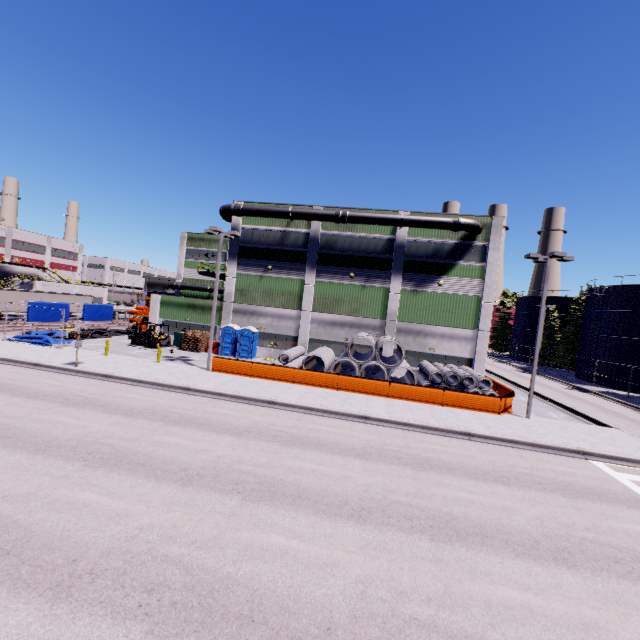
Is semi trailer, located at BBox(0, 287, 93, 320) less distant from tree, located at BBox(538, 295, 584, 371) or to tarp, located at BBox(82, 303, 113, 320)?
tarp, located at BBox(82, 303, 113, 320)

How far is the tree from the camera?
49.4m

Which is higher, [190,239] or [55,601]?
[190,239]

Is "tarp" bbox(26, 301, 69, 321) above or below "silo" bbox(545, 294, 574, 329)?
below

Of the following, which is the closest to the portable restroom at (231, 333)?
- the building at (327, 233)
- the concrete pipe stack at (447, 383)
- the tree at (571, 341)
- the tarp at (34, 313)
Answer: the building at (327, 233)

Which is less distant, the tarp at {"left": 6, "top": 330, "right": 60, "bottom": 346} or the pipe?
the tarp at {"left": 6, "top": 330, "right": 60, "bottom": 346}

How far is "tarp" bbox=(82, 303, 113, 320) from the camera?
35.1 meters

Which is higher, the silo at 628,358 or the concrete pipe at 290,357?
the silo at 628,358
